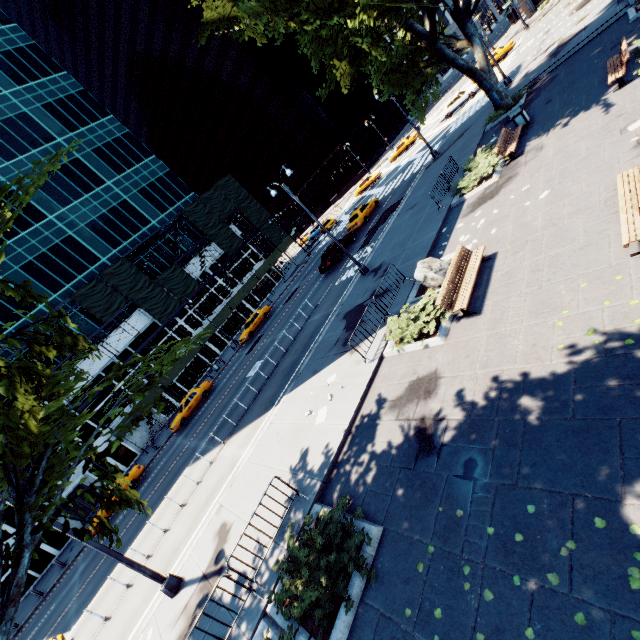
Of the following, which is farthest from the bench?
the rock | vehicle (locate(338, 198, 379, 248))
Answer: vehicle (locate(338, 198, 379, 248))

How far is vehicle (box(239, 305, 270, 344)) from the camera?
34.0 meters

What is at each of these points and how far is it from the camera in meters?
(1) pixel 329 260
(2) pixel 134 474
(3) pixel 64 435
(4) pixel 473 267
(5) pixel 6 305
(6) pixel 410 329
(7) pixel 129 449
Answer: (1) vehicle, 27.0 m
(2) vehicle, 26.0 m
(3) tree, 5.4 m
(4) bench, 10.0 m
(5) building, 31.9 m
(6) bush, 10.3 m
(7) building, 34.4 m

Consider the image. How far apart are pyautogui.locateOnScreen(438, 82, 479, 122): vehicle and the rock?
34.49m

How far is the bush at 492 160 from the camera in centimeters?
1549cm

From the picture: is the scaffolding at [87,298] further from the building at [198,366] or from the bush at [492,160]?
the bush at [492,160]

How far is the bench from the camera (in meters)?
9.27

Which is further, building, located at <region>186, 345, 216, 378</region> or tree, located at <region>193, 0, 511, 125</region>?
building, located at <region>186, 345, 216, 378</region>
